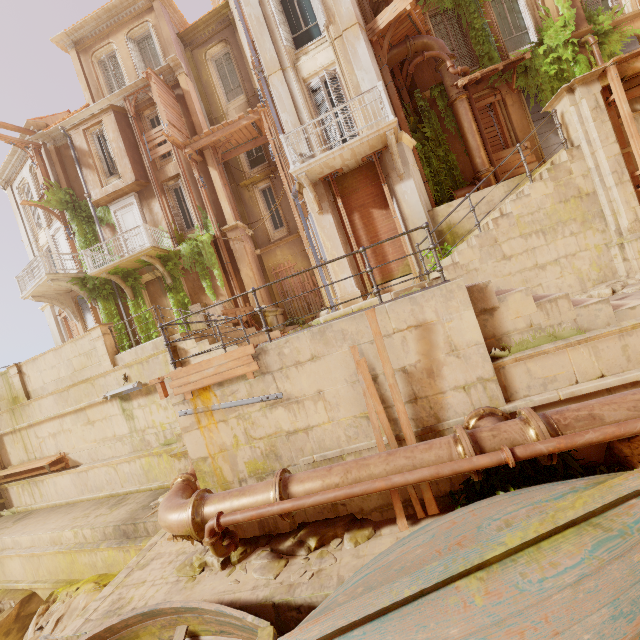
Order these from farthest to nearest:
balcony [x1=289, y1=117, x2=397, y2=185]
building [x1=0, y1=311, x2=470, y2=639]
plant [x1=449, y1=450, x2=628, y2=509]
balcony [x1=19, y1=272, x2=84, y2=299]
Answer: balcony [x1=19, y1=272, x2=84, y2=299]
balcony [x1=289, y1=117, x2=397, y2=185]
building [x1=0, y1=311, x2=470, y2=639]
plant [x1=449, y1=450, x2=628, y2=509]

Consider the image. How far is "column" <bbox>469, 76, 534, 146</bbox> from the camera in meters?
11.8 m

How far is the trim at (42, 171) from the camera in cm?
1662

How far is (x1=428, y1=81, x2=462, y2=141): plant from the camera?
11.54m

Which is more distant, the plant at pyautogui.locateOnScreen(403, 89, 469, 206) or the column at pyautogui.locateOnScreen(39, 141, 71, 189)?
the column at pyautogui.locateOnScreen(39, 141, 71, 189)

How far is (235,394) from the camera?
5.6m

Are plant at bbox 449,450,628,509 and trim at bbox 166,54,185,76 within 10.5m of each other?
no

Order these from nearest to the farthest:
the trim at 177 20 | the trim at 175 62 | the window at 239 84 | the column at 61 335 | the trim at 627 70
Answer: the trim at 627 70
the trim at 175 62
the trim at 177 20
the window at 239 84
the column at 61 335
